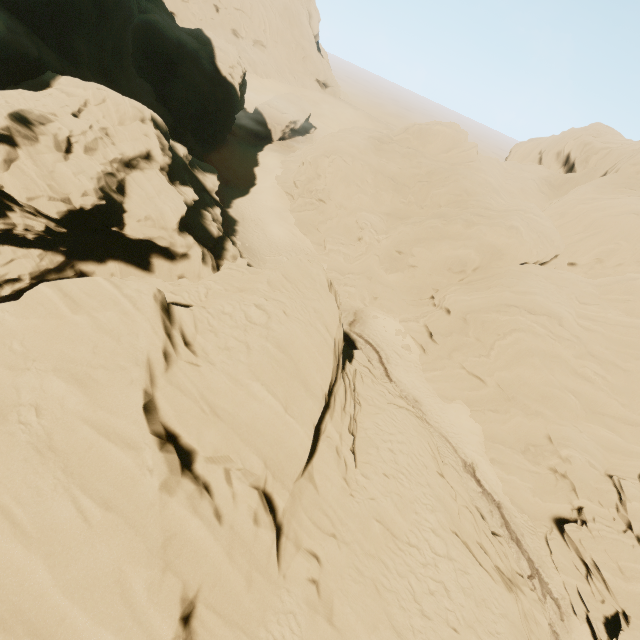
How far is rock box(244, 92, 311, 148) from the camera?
56.0 meters

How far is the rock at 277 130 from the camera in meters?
56.0 m

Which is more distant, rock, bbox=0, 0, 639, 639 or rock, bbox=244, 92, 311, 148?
rock, bbox=244, 92, 311, 148

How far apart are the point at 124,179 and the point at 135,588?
22.7 meters

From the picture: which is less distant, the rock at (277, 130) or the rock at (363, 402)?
the rock at (363, 402)
